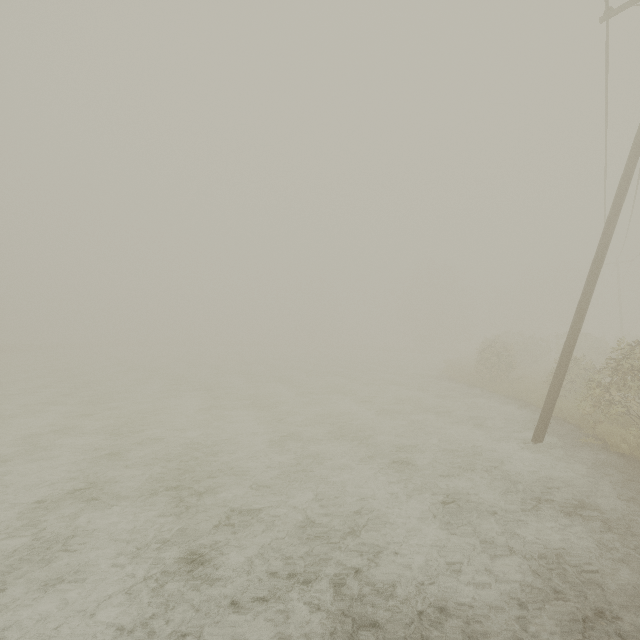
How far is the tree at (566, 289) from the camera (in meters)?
20.03

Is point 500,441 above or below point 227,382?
above

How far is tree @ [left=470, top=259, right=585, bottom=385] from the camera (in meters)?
20.03
